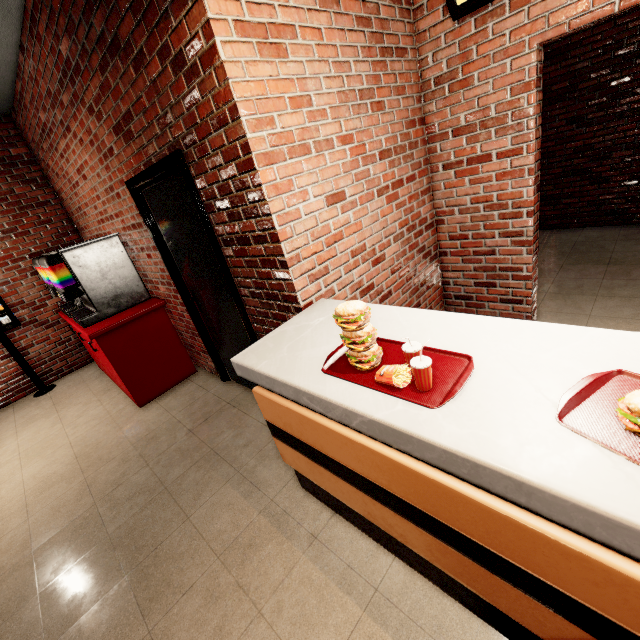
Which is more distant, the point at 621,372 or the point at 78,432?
the point at 78,432
